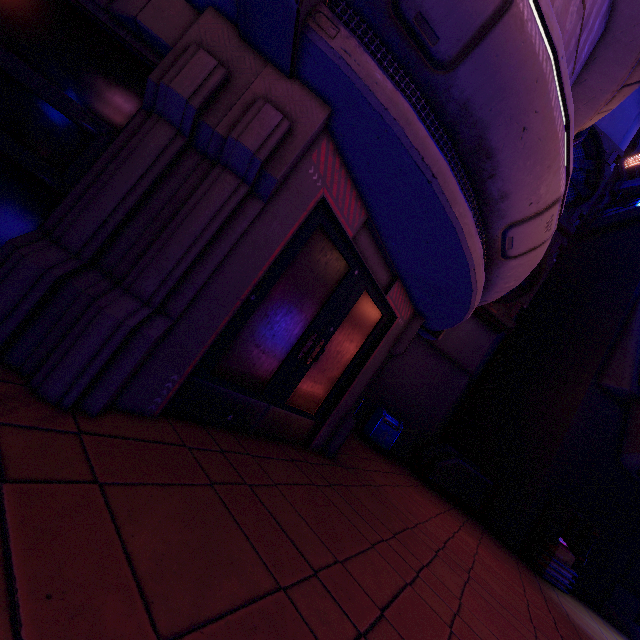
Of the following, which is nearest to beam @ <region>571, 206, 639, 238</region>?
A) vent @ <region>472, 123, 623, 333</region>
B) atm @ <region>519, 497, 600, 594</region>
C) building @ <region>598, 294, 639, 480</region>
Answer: building @ <region>598, 294, 639, 480</region>

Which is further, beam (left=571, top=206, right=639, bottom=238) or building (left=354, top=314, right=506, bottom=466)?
beam (left=571, top=206, right=639, bottom=238)

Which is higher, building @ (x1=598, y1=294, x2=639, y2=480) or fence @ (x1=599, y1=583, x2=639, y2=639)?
building @ (x1=598, y1=294, x2=639, y2=480)

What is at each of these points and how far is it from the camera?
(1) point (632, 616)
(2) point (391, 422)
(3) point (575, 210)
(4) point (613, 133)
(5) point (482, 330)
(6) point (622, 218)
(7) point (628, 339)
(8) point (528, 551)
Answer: (1) fence, 9.0m
(2) trash can, 10.4m
(3) vent, 11.7m
(4) building, 13.1m
(5) building, 12.1m
(6) beam, 12.9m
(7) building, 10.2m
(8) atm, 8.9m

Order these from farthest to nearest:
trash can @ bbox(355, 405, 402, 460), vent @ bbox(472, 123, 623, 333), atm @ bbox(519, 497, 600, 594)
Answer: vent @ bbox(472, 123, 623, 333)
trash can @ bbox(355, 405, 402, 460)
atm @ bbox(519, 497, 600, 594)

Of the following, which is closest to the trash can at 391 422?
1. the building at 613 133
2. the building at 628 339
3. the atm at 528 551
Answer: the building at 613 133

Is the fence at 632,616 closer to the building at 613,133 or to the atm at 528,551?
the atm at 528,551

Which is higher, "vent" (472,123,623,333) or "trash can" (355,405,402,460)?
"vent" (472,123,623,333)
